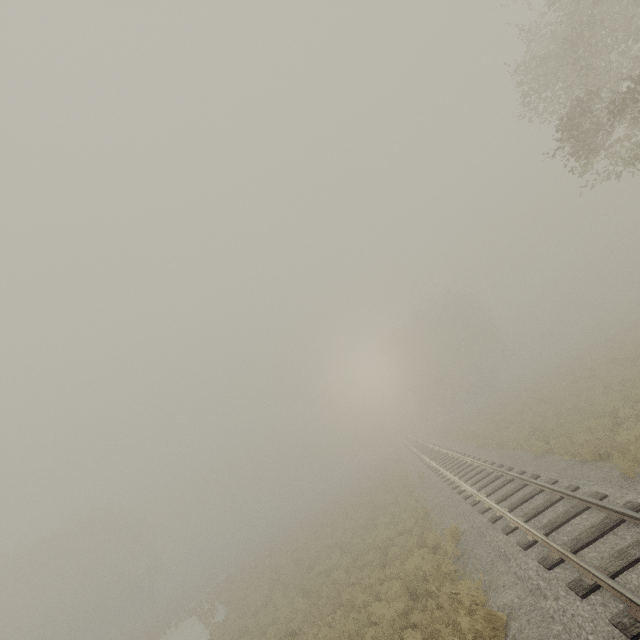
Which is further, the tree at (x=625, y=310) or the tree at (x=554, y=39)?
the tree at (x=625, y=310)

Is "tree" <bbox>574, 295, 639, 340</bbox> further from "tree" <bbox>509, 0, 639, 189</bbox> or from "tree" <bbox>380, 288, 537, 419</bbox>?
"tree" <bbox>509, 0, 639, 189</bbox>

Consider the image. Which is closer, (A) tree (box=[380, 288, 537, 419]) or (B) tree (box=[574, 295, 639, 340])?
(B) tree (box=[574, 295, 639, 340])

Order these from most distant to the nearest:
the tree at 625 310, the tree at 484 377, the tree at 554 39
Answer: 1. the tree at 484 377
2. the tree at 625 310
3. the tree at 554 39

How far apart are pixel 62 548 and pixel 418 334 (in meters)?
60.24

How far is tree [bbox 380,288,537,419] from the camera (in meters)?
47.38

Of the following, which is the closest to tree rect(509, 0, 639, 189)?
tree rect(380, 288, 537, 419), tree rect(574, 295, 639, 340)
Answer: tree rect(574, 295, 639, 340)
